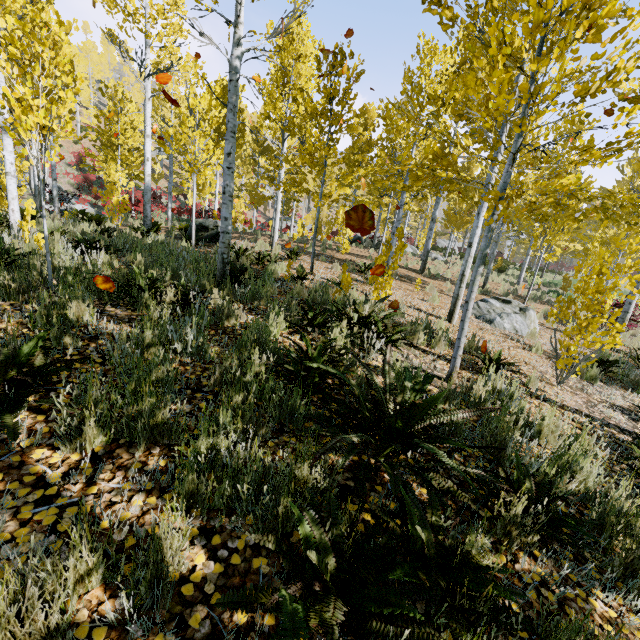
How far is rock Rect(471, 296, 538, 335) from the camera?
8.4m

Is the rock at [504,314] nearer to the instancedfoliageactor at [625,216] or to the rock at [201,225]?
the instancedfoliageactor at [625,216]

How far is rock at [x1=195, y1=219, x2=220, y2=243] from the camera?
11.5 meters

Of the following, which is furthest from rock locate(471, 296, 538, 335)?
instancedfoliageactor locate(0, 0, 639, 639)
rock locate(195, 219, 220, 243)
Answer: rock locate(195, 219, 220, 243)

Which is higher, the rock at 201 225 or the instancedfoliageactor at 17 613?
the rock at 201 225

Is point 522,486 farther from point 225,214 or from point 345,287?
point 225,214
